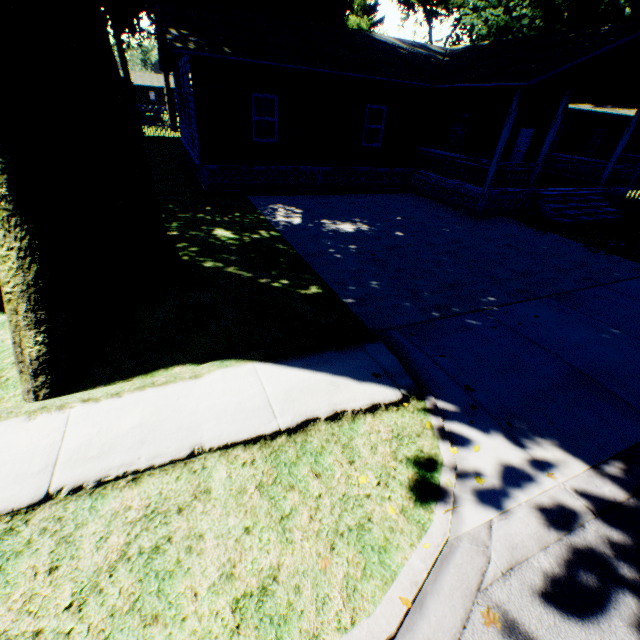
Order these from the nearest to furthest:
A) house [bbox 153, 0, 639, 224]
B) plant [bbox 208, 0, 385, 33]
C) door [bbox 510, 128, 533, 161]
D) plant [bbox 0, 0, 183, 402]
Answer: plant [bbox 0, 0, 183, 402] → house [bbox 153, 0, 639, 224] → door [bbox 510, 128, 533, 161] → plant [bbox 208, 0, 385, 33]

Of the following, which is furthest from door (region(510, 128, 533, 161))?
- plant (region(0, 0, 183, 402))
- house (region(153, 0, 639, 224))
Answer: plant (region(0, 0, 183, 402))

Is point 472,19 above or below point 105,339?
above

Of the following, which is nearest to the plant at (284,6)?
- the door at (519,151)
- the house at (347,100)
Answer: the house at (347,100)

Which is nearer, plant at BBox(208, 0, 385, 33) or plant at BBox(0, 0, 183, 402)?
plant at BBox(0, 0, 183, 402)

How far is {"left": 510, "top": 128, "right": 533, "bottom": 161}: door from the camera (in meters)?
17.98

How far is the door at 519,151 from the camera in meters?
18.0 m

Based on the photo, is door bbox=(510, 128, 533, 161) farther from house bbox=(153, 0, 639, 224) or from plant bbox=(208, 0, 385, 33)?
plant bbox=(208, 0, 385, 33)
